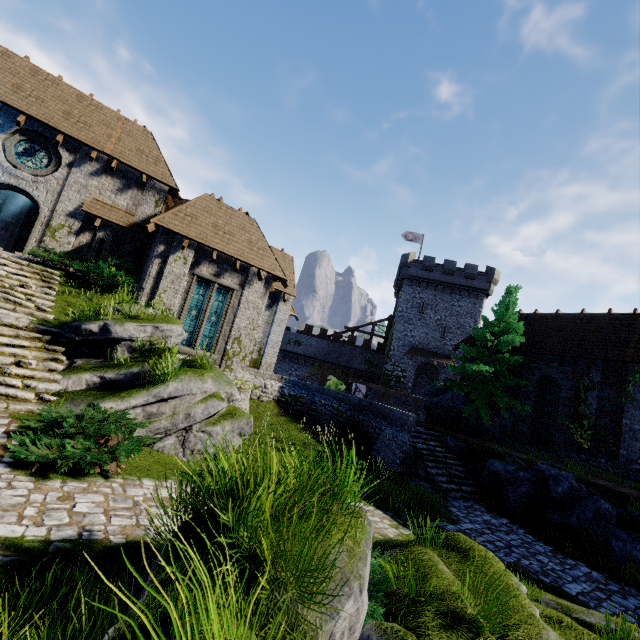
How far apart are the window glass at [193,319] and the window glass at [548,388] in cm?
2016

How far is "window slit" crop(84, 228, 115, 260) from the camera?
15.48m

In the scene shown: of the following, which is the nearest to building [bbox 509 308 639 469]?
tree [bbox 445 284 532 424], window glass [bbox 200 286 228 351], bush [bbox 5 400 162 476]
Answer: tree [bbox 445 284 532 424]

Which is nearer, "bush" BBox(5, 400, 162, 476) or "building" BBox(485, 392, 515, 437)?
"bush" BBox(5, 400, 162, 476)

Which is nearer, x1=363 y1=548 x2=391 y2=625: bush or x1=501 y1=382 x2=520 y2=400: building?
x1=363 y1=548 x2=391 y2=625: bush

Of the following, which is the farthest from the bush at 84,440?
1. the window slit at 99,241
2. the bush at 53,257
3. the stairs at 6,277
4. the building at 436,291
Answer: the building at 436,291

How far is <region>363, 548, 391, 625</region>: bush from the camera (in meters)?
4.24

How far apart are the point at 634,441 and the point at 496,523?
10.2 meters
